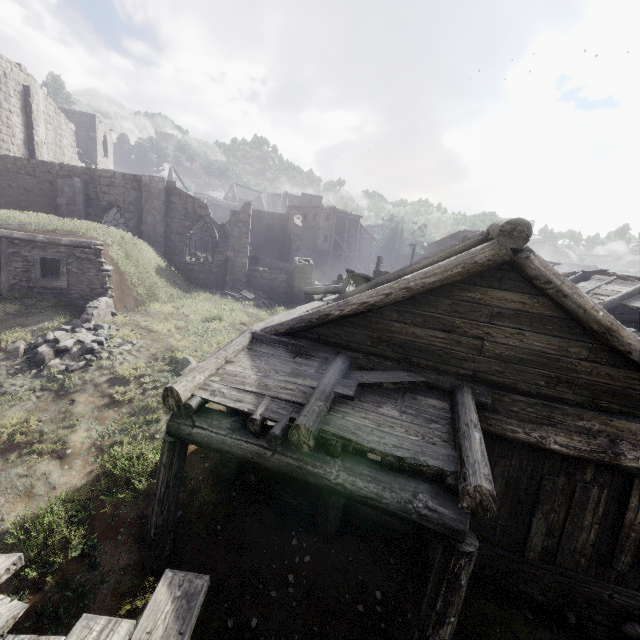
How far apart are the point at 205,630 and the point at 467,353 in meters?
6.3

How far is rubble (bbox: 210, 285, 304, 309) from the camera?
20.88m

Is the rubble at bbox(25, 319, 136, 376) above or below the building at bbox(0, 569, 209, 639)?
below

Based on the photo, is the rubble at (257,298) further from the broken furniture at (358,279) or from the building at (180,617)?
the broken furniture at (358,279)

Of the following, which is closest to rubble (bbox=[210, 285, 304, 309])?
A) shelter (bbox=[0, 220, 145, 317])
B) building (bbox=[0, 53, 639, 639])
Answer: building (bbox=[0, 53, 639, 639])

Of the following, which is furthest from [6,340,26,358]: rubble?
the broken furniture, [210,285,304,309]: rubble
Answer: [210,285,304,309]: rubble

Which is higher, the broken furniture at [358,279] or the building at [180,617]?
the broken furniture at [358,279]

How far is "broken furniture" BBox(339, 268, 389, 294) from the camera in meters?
11.8 m
